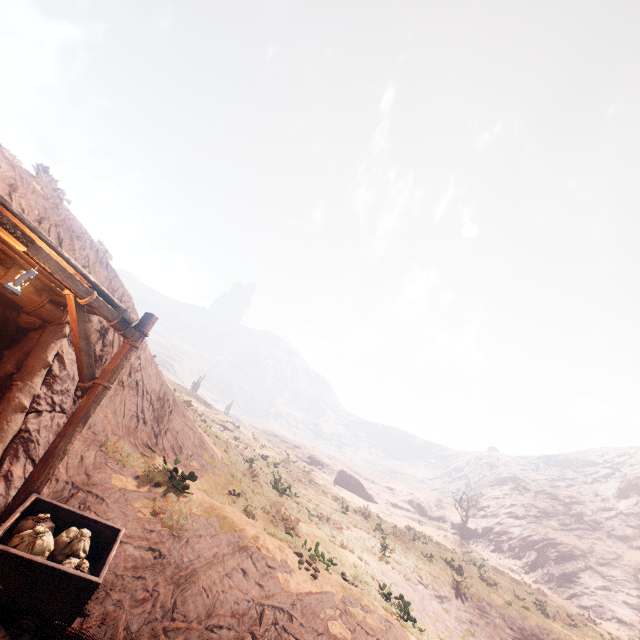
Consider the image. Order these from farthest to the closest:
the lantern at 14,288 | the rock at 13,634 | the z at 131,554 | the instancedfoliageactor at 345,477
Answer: A:
1. the instancedfoliageactor at 345,477
2. the z at 131,554
3. the lantern at 14,288
4. the rock at 13,634

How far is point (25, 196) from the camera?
8.48m

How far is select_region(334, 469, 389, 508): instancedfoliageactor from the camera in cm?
4634

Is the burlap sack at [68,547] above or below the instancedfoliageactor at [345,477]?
below

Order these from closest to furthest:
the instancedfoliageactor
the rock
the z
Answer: the rock → the z → the instancedfoliageactor

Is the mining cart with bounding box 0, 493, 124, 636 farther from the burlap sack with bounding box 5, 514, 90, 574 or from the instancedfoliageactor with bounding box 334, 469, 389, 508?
the instancedfoliageactor with bounding box 334, 469, 389, 508

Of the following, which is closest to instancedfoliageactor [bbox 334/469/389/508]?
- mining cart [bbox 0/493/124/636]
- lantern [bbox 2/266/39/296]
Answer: mining cart [bbox 0/493/124/636]

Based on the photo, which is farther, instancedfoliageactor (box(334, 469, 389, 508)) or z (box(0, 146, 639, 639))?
instancedfoliageactor (box(334, 469, 389, 508))
